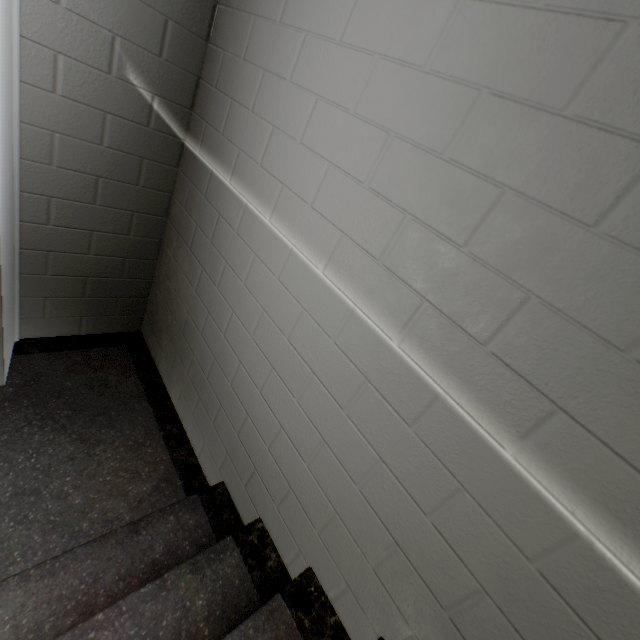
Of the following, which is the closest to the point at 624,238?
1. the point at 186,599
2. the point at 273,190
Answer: the point at 273,190
